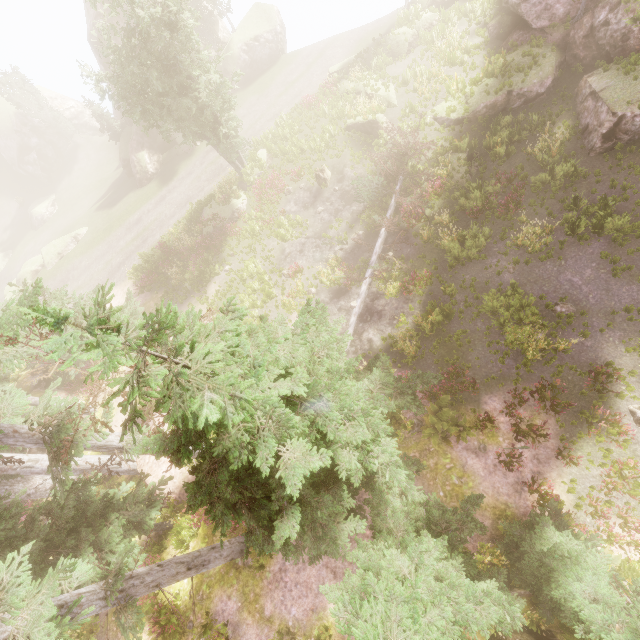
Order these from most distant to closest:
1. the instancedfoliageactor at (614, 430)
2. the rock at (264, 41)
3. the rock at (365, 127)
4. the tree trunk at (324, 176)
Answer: the rock at (264, 41) < the tree trunk at (324, 176) < the rock at (365, 127) < the instancedfoliageactor at (614, 430)

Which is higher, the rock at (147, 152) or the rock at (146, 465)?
the rock at (146, 465)

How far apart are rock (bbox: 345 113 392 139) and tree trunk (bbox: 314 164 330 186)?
3.5 meters

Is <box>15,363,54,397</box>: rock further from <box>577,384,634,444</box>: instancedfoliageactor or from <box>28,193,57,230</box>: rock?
<box>28,193,57,230</box>: rock

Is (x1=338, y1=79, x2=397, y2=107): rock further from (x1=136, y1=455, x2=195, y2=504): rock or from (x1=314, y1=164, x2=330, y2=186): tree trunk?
(x1=136, y1=455, x2=195, y2=504): rock

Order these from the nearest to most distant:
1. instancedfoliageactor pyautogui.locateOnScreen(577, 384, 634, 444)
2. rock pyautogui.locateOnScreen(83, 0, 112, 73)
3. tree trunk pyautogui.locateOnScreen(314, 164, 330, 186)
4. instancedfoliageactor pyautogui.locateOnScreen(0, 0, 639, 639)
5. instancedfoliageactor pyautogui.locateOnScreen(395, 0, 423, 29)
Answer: instancedfoliageactor pyautogui.locateOnScreen(0, 0, 639, 639) → instancedfoliageactor pyautogui.locateOnScreen(577, 384, 634, 444) → tree trunk pyautogui.locateOnScreen(314, 164, 330, 186) → instancedfoliageactor pyautogui.locateOnScreen(395, 0, 423, 29) → rock pyautogui.locateOnScreen(83, 0, 112, 73)

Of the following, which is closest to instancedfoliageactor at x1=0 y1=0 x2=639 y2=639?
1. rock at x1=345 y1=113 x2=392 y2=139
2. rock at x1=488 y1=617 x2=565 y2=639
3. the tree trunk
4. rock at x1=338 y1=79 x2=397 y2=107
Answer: rock at x1=488 y1=617 x2=565 y2=639

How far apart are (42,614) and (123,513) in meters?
5.4 m
